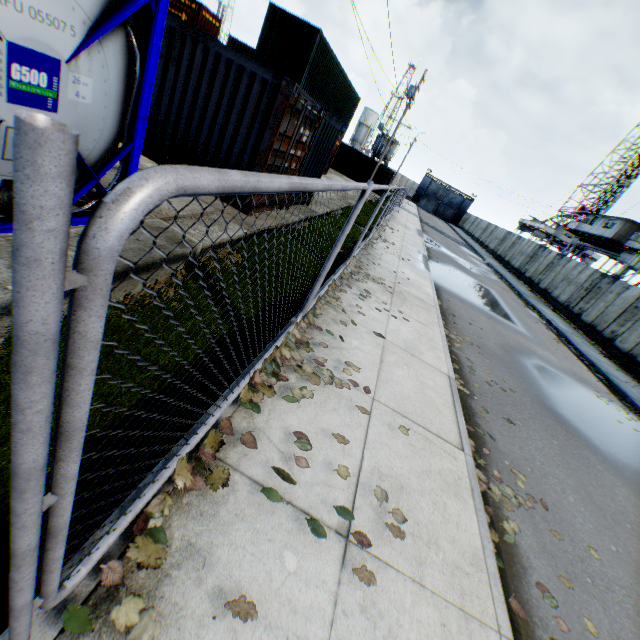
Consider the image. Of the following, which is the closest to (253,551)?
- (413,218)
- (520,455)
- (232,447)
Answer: (232,447)

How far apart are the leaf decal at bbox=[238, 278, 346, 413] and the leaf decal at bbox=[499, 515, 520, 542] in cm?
181

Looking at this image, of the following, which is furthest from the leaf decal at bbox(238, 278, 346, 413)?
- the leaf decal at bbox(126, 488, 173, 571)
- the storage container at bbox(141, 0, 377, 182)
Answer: the storage container at bbox(141, 0, 377, 182)

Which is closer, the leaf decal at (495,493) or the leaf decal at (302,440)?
the leaf decal at (302,440)

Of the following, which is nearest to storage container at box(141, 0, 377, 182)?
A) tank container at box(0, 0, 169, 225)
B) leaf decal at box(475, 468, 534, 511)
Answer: tank container at box(0, 0, 169, 225)

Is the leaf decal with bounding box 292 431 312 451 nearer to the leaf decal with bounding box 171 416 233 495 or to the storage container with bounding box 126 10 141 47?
the leaf decal with bounding box 171 416 233 495

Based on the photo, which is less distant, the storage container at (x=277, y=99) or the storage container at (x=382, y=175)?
the storage container at (x=277, y=99)
